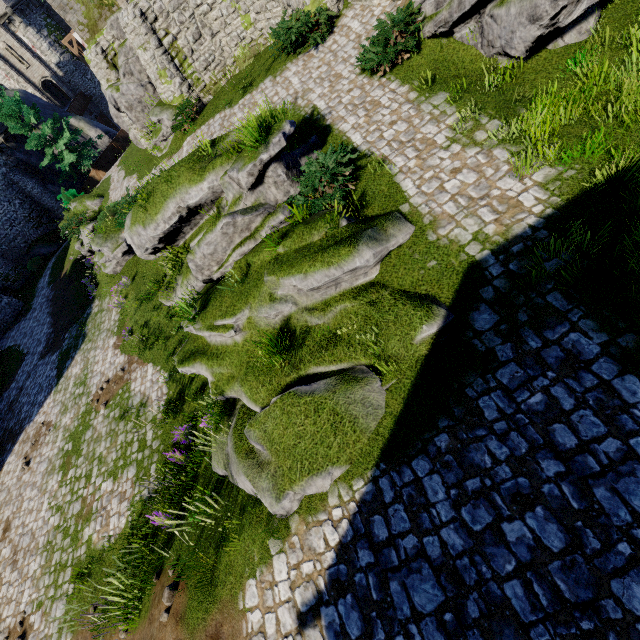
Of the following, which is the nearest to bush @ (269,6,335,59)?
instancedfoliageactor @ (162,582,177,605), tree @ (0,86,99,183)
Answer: instancedfoliageactor @ (162,582,177,605)

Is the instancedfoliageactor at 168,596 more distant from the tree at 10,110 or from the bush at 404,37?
the tree at 10,110

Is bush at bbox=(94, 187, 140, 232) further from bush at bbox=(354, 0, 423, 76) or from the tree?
the tree

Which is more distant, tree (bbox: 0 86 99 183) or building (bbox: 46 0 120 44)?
tree (bbox: 0 86 99 183)

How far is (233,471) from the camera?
6.46m

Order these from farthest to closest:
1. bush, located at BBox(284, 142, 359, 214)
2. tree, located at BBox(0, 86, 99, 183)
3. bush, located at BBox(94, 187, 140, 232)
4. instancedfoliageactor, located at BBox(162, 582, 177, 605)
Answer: tree, located at BBox(0, 86, 99, 183)
bush, located at BBox(94, 187, 140, 232)
bush, located at BBox(284, 142, 359, 214)
instancedfoliageactor, located at BBox(162, 582, 177, 605)

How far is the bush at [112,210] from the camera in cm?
1462

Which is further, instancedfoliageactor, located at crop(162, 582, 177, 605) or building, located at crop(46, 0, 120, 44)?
building, located at crop(46, 0, 120, 44)
